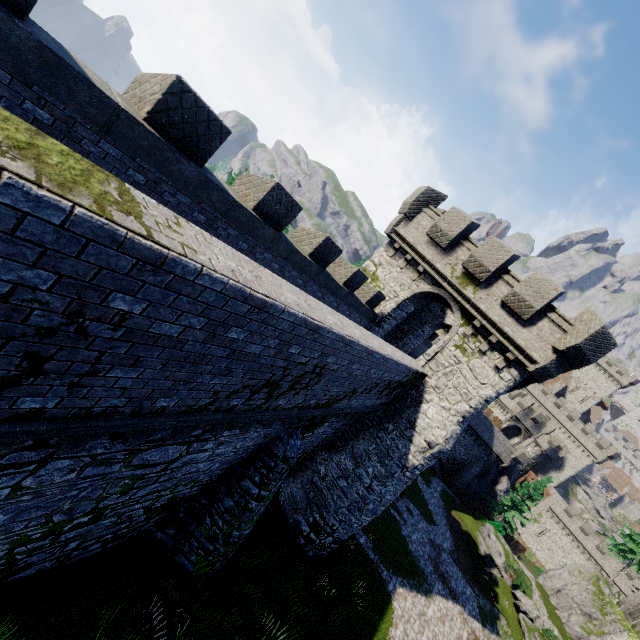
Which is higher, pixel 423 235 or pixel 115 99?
pixel 423 235

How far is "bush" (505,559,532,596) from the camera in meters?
31.1

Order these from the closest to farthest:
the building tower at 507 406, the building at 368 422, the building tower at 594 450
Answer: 1. the building at 368 422
2. the building tower at 507 406
3. the building tower at 594 450

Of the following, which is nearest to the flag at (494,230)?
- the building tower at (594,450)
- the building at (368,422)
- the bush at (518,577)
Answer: the building at (368,422)

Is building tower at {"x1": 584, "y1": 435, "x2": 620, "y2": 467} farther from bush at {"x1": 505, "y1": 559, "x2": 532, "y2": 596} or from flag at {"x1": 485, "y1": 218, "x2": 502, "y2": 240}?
flag at {"x1": 485, "y1": 218, "x2": 502, "y2": 240}

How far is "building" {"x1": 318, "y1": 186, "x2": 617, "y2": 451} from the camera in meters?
13.6 m

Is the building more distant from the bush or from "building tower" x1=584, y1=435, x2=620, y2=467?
"building tower" x1=584, y1=435, x2=620, y2=467

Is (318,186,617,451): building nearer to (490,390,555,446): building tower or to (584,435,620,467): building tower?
(490,390,555,446): building tower
